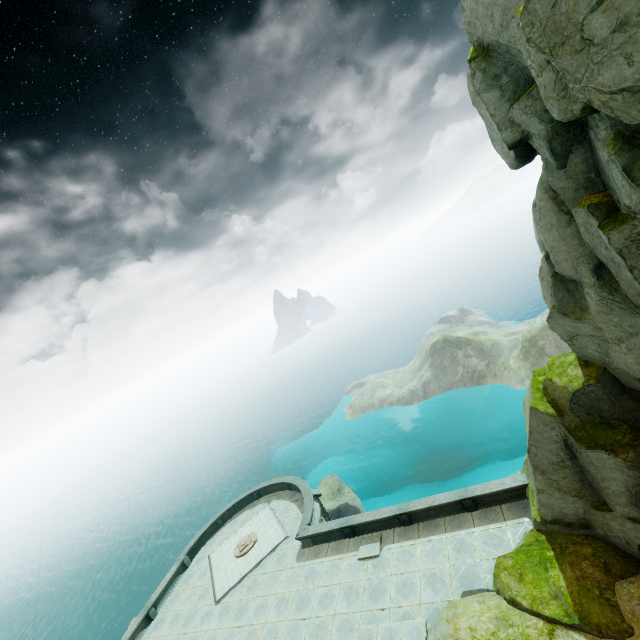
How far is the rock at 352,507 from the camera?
34.0 meters

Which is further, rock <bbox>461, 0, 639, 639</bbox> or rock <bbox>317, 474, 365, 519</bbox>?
rock <bbox>317, 474, 365, 519</bbox>

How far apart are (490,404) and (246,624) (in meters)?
38.60

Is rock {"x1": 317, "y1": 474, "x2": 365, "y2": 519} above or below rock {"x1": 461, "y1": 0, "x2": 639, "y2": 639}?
below

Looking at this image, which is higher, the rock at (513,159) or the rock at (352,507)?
the rock at (513,159)

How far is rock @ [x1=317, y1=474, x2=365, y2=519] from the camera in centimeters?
3403cm
